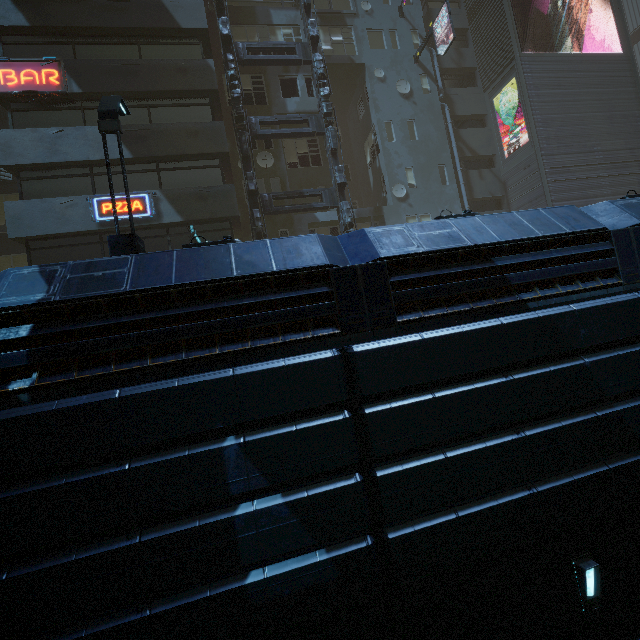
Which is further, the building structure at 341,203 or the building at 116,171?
the building structure at 341,203

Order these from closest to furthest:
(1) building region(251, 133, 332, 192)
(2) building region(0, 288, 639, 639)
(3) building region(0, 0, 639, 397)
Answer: (2) building region(0, 288, 639, 639) < (3) building region(0, 0, 639, 397) < (1) building region(251, 133, 332, 192)

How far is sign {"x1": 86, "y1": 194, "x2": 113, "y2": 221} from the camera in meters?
13.2

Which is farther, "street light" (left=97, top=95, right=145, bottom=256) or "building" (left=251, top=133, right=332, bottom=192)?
"building" (left=251, top=133, right=332, bottom=192)

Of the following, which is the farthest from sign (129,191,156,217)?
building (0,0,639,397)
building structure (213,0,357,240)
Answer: building structure (213,0,357,240)

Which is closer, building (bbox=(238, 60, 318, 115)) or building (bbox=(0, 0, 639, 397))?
building (bbox=(0, 0, 639, 397))

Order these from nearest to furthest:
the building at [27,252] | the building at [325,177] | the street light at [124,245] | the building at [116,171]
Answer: the building at [27,252] → the street light at [124,245] → the building at [116,171] → the building at [325,177]

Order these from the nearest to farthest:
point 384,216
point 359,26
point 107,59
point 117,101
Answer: point 117,101, point 107,59, point 384,216, point 359,26
